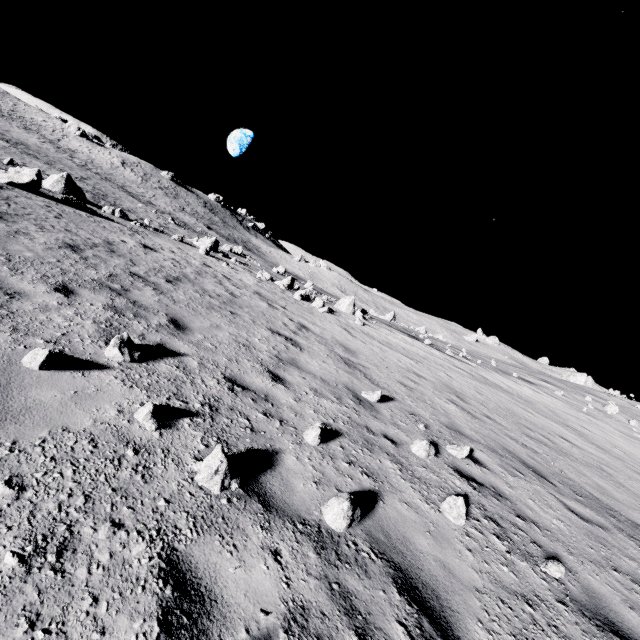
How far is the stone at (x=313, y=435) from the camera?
4.3 meters

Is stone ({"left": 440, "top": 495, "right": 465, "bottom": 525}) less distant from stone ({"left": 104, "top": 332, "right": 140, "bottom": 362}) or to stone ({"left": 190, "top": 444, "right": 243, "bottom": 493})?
stone ({"left": 190, "top": 444, "right": 243, "bottom": 493})

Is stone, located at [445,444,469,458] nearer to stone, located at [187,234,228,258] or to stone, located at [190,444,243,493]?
stone, located at [190,444,243,493]

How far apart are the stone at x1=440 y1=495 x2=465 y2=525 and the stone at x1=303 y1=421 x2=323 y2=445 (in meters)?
1.74

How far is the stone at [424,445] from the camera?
5.4m

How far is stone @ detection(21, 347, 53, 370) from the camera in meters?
3.4

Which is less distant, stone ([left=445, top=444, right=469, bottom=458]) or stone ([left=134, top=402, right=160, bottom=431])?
stone ([left=134, top=402, right=160, bottom=431])

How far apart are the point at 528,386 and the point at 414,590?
19.6 meters
